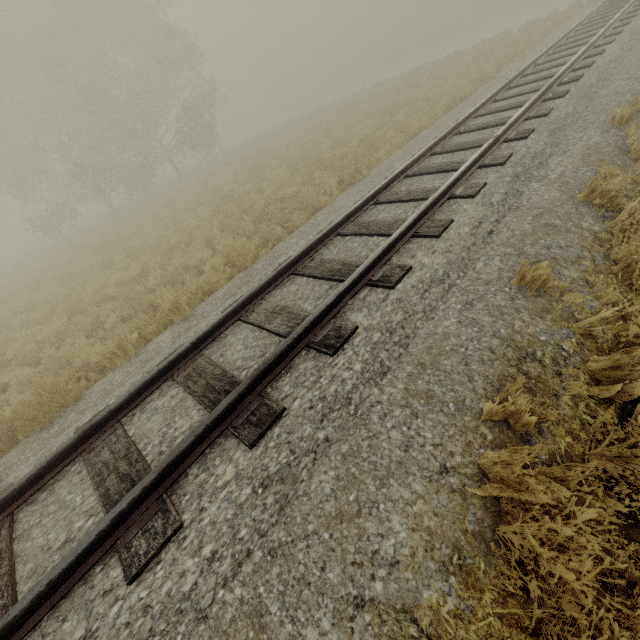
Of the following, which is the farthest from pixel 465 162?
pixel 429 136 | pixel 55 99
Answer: pixel 55 99
